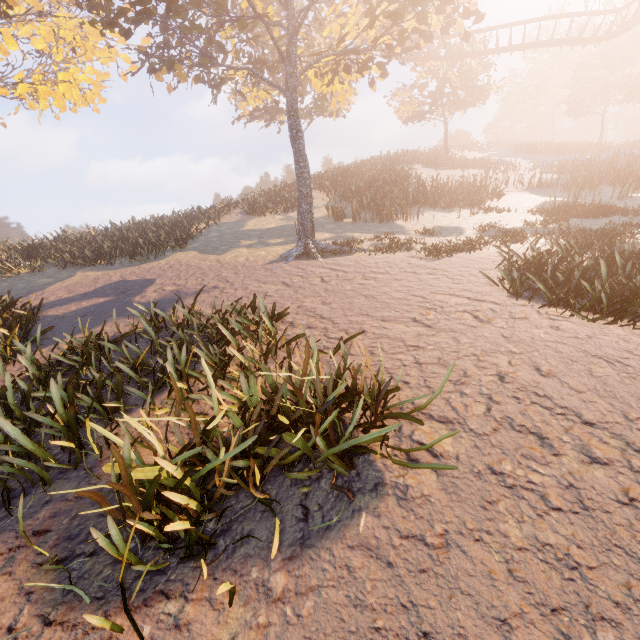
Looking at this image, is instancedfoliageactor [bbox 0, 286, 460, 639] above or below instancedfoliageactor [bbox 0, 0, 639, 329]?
below

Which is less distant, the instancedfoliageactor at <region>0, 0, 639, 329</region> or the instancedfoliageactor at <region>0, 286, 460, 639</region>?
the instancedfoliageactor at <region>0, 286, 460, 639</region>

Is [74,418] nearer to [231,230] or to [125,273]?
[125,273]

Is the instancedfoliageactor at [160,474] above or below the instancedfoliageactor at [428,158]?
below

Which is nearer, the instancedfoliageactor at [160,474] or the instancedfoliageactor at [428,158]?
the instancedfoliageactor at [160,474]
